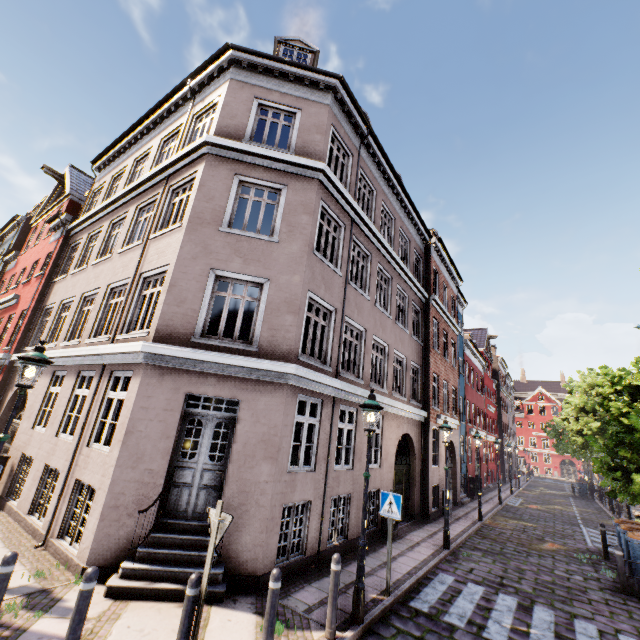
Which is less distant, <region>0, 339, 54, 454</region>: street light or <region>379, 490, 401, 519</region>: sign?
<region>0, 339, 54, 454</region>: street light

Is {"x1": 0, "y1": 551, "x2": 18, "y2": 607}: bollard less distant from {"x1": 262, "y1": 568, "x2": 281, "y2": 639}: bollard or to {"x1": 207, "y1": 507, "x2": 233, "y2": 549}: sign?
{"x1": 207, "y1": 507, "x2": 233, "y2": 549}: sign

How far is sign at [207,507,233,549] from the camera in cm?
423

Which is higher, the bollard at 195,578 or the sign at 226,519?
the sign at 226,519

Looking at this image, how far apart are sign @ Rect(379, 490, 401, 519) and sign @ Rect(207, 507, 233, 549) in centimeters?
419cm

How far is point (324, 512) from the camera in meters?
8.3 m

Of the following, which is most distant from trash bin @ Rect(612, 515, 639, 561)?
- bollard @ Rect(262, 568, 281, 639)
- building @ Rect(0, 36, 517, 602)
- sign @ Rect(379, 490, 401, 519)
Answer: bollard @ Rect(262, 568, 281, 639)

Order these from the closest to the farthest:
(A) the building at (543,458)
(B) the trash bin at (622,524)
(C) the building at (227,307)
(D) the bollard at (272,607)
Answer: (D) the bollard at (272,607), (C) the building at (227,307), (B) the trash bin at (622,524), (A) the building at (543,458)
